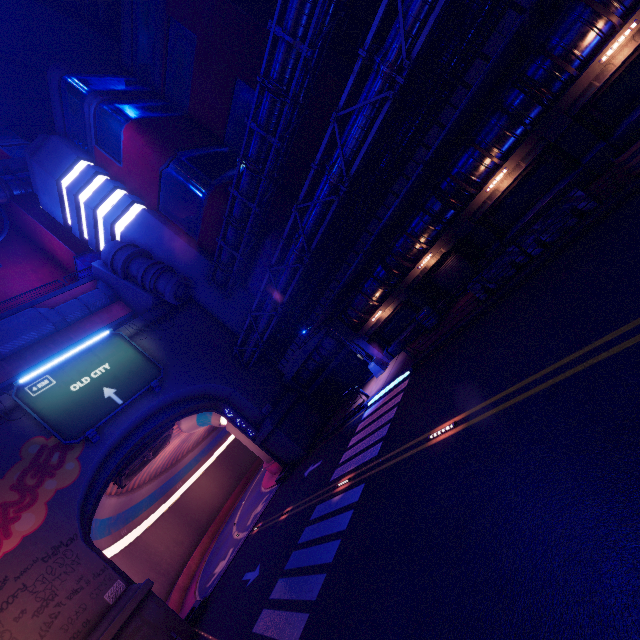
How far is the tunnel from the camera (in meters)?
24.98

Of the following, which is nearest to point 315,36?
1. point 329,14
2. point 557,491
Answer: point 329,14

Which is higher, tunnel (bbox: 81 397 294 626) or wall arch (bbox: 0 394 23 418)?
wall arch (bbox: 0 394 23 418)

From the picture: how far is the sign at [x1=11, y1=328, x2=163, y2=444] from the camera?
21.0m

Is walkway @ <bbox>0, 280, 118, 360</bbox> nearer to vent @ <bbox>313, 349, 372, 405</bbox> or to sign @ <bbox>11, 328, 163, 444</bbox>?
sign @ <bbox>11, 328, 163, 444</bbox>

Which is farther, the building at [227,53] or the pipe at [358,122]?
the building at [227,53]

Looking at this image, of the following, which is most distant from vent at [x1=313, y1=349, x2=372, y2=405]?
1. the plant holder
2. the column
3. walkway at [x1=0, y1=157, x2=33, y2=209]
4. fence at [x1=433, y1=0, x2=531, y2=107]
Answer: walkway at [x1=0, y1=157, x2=33, y2=209]

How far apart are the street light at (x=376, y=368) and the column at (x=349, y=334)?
0.0 meters
